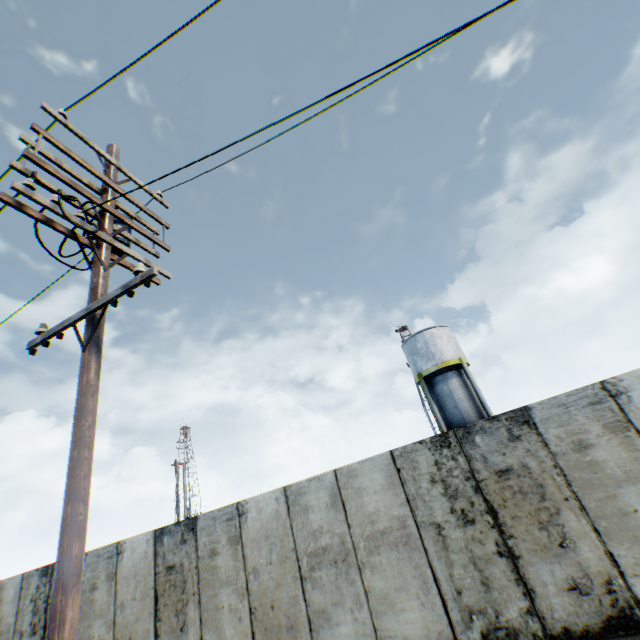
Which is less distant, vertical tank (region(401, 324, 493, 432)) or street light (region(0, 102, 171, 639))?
street light (region(0, 102, 171, 639))

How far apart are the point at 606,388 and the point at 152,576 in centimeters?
990cm

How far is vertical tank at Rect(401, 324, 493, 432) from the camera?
21.83m

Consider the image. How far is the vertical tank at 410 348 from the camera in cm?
2183

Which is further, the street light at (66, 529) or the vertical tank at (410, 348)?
the vertical tank at (410, 348)
